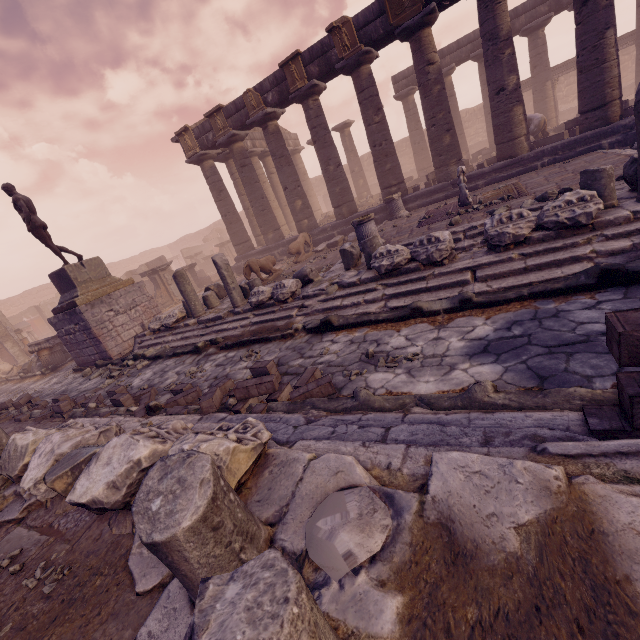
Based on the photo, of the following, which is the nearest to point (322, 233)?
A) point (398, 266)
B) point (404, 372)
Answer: point (398, 266)

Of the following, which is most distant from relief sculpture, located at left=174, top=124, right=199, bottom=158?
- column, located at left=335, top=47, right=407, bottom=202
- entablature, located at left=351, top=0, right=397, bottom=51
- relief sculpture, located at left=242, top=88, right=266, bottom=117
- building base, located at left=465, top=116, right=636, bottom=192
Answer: column, located at left=335, top=47, right=407, bottom=202

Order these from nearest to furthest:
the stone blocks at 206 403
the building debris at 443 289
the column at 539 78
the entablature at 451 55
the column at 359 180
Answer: the stone blocks at 206 403 → the building debris at 443 289 → the column at 539 78 → the entablature at 451 55 → the column at 359 180

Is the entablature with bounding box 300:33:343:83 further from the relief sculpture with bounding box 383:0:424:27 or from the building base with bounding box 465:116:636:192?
the building base with bounding box 465:116:636:192

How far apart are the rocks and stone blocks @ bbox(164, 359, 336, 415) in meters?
5.1 m

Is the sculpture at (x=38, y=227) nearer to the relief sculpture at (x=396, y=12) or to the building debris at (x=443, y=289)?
the building debris at (x=443, y=289)

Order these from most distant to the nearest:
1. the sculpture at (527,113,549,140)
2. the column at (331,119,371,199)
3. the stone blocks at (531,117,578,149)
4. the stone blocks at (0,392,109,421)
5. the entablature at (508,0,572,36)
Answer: the column at (331,119,371,199)
the entablature at (508,0,572,36)
the sculpture at (527,113,549,140)
the stone blocks at (531,117,578,149)
the stone blocks at (0,392,109,421)

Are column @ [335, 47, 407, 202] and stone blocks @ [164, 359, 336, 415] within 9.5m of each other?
no
